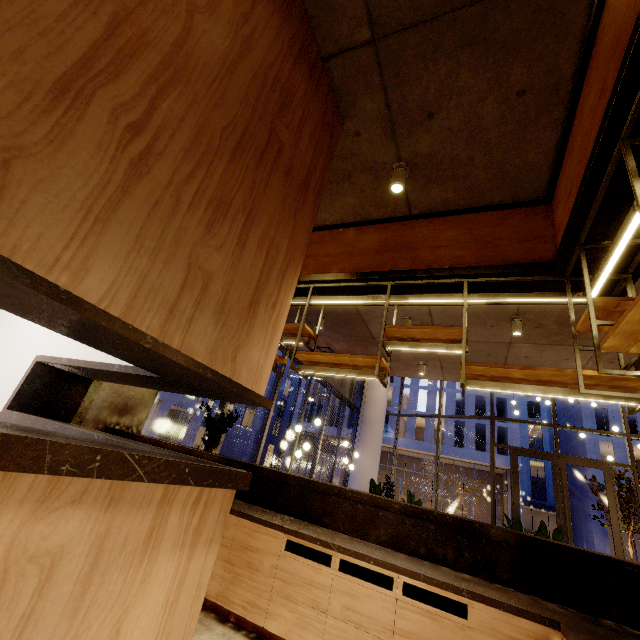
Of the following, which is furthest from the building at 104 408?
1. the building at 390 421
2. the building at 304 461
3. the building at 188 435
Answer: the building at 304 461

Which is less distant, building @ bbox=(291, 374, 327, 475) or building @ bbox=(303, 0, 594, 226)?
building @ bbox=(303, 0, 594, 226)

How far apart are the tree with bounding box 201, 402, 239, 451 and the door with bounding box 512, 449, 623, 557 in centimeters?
1036cm

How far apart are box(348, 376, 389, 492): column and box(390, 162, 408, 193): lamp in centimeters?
1251cm

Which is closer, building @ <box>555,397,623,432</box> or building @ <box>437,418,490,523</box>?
building @ <box>555,397,623,432</box>

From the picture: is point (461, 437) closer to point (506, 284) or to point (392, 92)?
point (506, 284)

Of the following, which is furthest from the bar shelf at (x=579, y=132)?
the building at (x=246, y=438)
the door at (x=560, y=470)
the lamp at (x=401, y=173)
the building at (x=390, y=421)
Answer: the building at (x=246, y=438)

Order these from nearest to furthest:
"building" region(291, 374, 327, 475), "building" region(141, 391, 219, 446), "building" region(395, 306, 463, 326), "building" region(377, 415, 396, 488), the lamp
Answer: the lamp → "building" region(395, 306, 463, 326) → "building" region(141, 391, 219, 446) → "building" region(377, 415, 396, 488) → "building" region(291, 374, 327, 475)
